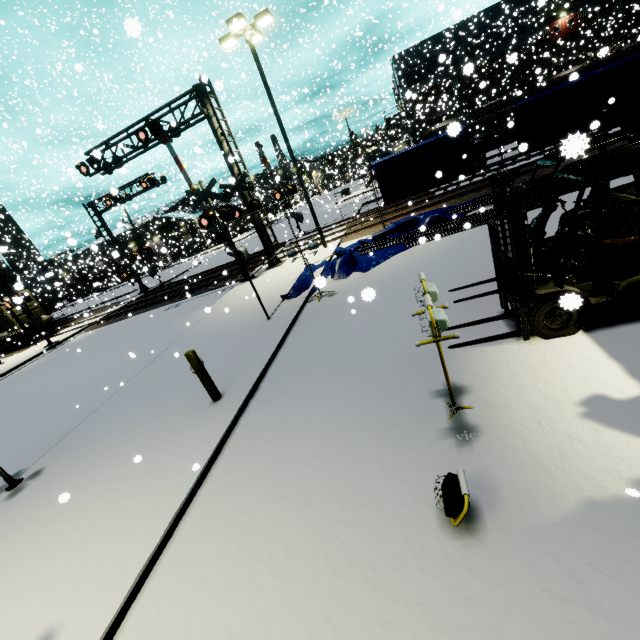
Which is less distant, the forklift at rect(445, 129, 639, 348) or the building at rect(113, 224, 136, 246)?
the forklift at rect(445, 129, 639, 348)

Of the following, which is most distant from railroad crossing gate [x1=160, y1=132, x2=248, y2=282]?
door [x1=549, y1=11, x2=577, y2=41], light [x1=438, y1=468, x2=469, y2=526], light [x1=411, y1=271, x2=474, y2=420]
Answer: door [x1=549, y1=11, x2=577, y2=41]

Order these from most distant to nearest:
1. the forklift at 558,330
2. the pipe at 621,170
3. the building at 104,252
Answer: the pipe at 621,170, the building at 104,252, the forklift at 558,330

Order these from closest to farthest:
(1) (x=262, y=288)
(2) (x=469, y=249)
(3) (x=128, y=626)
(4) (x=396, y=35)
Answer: (3) (x=128, y=626), (2) (x=469, y=249), (1) (x=262, y=288), (4) (x=396, y=35)

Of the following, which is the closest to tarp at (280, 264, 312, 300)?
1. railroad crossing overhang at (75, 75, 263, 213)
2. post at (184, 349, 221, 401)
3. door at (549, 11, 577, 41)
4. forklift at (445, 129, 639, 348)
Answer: forklift at (445, 129, 639, 348)

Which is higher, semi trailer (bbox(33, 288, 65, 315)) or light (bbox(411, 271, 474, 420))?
semi trailer (bbox(33, 288, 65, 315))

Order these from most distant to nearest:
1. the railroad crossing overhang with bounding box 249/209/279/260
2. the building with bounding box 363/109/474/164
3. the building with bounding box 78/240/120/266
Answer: the building with bounding box 363/109/474/164 → the railroad crossing overhang with bounding box 249/209/279/260 → the building with bounding box 78/240/120/266

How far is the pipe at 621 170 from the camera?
10.1 meters
